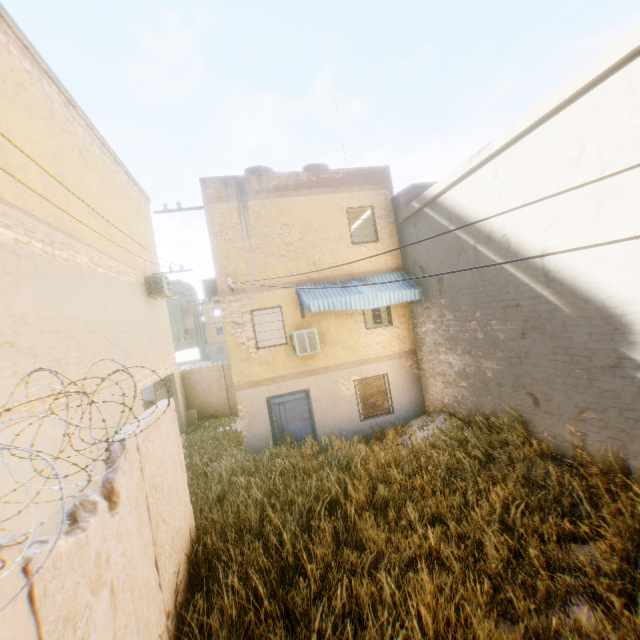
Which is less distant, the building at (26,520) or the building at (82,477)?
the building at (26,520)

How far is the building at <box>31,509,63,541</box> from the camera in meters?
4.9 m

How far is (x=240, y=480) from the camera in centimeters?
785cm

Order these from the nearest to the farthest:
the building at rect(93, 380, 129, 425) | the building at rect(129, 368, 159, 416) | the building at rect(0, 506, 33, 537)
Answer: the building at rect(0, 506, 33, 537) → the building at rect(93, 380, 129, 425) → the building at rect(129, 368, 159, 416)

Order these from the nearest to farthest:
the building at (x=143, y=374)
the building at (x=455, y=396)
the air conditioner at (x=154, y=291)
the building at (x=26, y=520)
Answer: the building at (x=26, y=520) → the building at (x=455, y=396) → the building at (x=143, y=374) → the air conditioner at (x=154, y=291)
